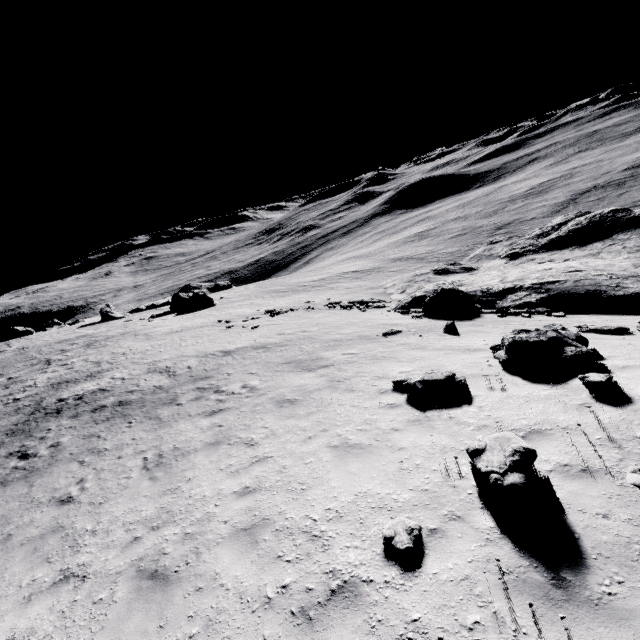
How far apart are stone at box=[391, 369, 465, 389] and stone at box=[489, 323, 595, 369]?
1.47m

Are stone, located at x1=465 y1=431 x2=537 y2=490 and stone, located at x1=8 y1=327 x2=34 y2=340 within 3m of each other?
no

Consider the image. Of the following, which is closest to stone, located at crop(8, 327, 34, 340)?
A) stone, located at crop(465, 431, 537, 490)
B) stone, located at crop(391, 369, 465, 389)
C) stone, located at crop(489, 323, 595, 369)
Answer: stone, located at crop(391, 369, 465, 389)

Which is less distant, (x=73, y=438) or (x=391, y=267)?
(x=73, y=438)

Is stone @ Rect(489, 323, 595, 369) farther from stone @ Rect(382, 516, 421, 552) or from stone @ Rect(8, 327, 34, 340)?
stone @ Rect(8, 327, 34, 340)

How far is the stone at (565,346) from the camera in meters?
7.8

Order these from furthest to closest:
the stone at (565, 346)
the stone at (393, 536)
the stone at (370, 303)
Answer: the stone at (370, 303) < the stone at (565, 346) < the stone at (393, 536)

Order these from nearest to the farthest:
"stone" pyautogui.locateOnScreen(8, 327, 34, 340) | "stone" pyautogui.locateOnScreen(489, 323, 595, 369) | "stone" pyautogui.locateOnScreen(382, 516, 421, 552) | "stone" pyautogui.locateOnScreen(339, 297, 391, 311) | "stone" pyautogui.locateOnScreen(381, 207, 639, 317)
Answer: "stone" pyautogui.locateOnScreen(382, 516, 421, 552) → "stone" pyautogui.locateOnScreen(489, 323, 595, 369) → "stone" pyautogui.locateOnScreen(381, 207, 639, 317) → "stone" pyautogui.locateOnScreen(339, 297, 391, 311) → "stone" pyautogui.locateOnScreen(8, 327, 34, 340)
